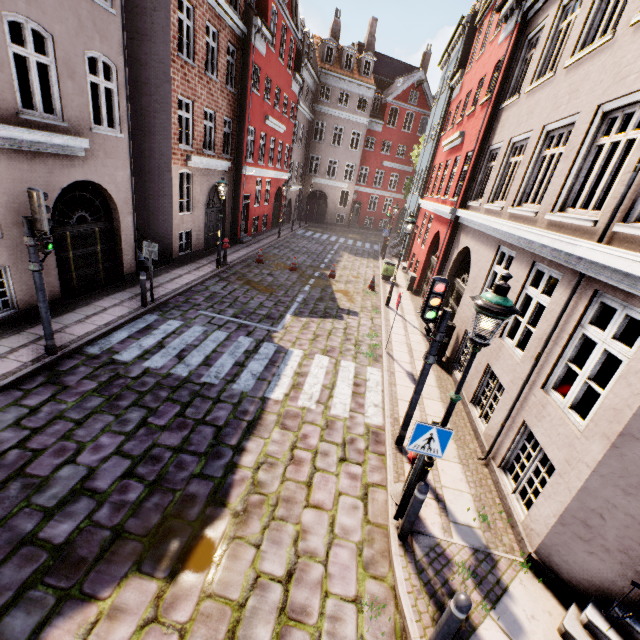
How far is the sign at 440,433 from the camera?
4.20m

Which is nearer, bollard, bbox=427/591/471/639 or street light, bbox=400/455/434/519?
bollard, bbox=427/591/471/639

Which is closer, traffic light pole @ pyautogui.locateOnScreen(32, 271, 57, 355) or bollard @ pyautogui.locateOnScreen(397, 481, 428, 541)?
bollard @ pyautogui.locateOnScreen(397, 481, 428, 541)

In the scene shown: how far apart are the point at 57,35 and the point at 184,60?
5.50m

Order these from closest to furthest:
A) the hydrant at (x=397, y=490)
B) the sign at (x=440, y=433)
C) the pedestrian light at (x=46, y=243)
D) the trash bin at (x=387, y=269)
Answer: the sign at (x=440, y=433) → the hydrant at (x=397, y=490) → the pedestrian light at (x=46, y=243) → the trash bin at (x=387, y=269)

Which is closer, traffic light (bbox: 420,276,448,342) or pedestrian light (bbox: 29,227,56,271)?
traffic light (bbox: 420,276,448,342)

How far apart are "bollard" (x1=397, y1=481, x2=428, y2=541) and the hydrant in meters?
0.4 m

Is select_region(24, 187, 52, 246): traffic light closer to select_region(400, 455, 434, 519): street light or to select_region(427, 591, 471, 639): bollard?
select_region(400, 455, 434, 519): street light
